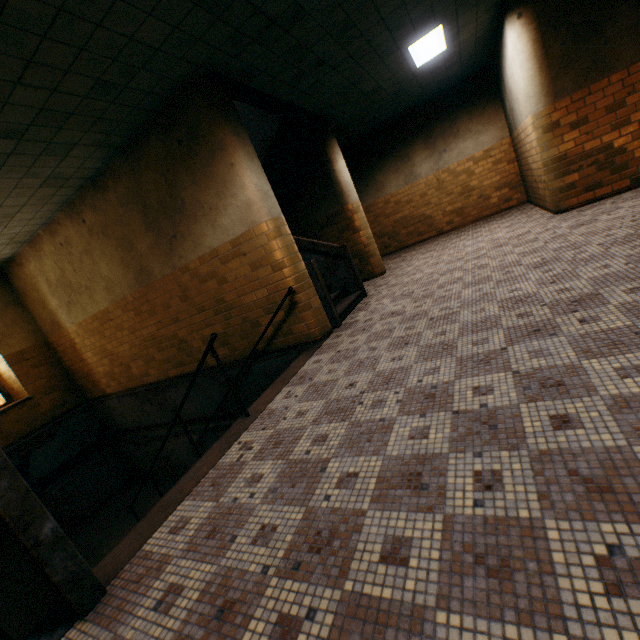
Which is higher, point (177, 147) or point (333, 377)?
point (177, 147)

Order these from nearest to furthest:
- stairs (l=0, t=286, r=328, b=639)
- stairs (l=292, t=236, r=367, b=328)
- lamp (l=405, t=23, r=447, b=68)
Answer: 1. stairs (l=0, t=286, r=328, b=639)
2. stairs (l=292, t=236, r=367, b=328)
3. lamp (l=405, t=23, r=447, b=68)

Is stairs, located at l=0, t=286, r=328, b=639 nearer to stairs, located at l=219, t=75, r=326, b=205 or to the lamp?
stairs, located at l=219, t=75, r=326, b=205

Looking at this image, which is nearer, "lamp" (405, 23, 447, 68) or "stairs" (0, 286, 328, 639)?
"stairs" (0, 286, 328, 639)

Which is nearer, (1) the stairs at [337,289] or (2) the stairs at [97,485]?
(2) the stairs at [97,485]

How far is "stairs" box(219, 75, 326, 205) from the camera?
5.39m

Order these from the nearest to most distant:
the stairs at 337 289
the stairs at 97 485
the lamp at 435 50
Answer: the stairs at 97 485 → the stairs at 337 289 → the lamp at 435 50

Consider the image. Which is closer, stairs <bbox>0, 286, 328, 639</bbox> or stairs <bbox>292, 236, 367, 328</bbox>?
stairs <bbox>0, 286, 328, 639</bbox>
